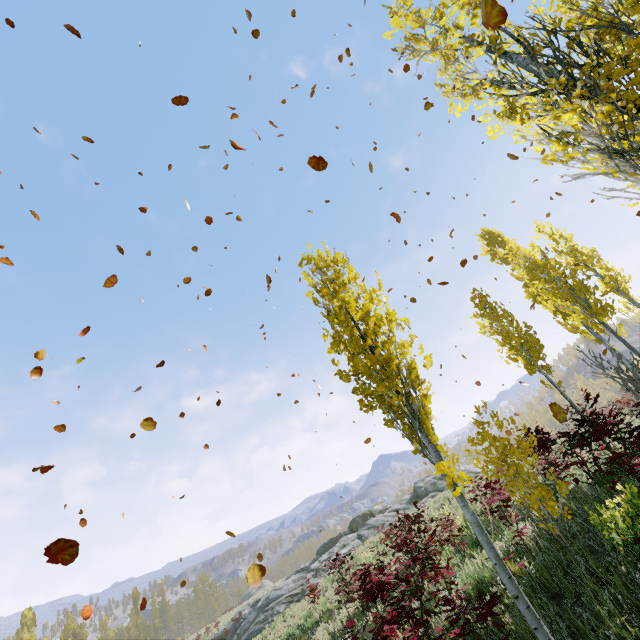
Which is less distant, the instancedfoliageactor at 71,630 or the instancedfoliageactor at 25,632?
the instancedfoliageactor at 25,632

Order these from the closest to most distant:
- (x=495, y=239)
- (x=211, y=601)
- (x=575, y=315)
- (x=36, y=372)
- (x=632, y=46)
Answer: (x=36, y=372) → (x=632, y=46) → (x=575, y=315) → (x=495, y=239) → (x=211, y=601)

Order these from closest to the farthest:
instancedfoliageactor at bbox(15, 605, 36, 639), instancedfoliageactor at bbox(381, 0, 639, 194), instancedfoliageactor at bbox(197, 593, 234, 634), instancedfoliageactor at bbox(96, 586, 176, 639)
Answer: instancedfoliageactor at bbox(381, 0, 639, 194)
instancedfoliageactor at bbox(197, 593, 234, 634)
instancedfoliageactor at bbox(15, 605, 36, 639)
instancedfoliageactor at bbox(96, 586, 176, 639)

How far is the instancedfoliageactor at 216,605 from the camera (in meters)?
32.21

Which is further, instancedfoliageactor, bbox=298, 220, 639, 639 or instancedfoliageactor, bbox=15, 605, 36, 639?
instancedfoliageactor, bbox=15, 605, 36, 639

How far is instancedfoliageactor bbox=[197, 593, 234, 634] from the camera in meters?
32.2

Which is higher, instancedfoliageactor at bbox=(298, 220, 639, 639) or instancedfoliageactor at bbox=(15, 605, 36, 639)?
instancedfoliageactor at bbox=(15, 605, 36, 639)
